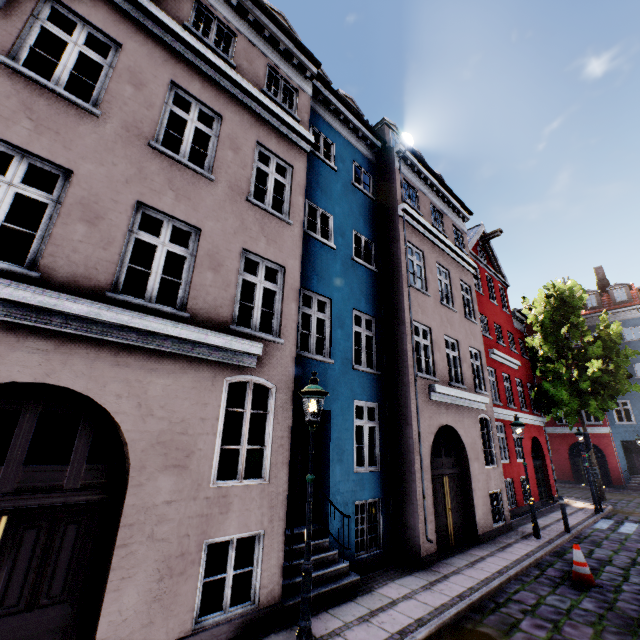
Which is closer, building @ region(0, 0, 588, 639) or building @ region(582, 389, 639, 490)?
building @ region(0, 0, 588, 639)

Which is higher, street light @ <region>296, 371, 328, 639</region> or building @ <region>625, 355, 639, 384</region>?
building @ <region>625, 355, 639, 384</region>

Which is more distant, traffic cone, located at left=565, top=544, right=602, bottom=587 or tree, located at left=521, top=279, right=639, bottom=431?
tree, located at left=521, top=279, right=639, bottom=431

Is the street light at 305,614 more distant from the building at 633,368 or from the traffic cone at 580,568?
the traffic cone at 580,568

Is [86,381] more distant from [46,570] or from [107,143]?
[107,143]

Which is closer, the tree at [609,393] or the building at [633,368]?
the tree at [609,393]

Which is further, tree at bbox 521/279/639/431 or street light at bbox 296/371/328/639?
tree at bbox 521/279/639/431
